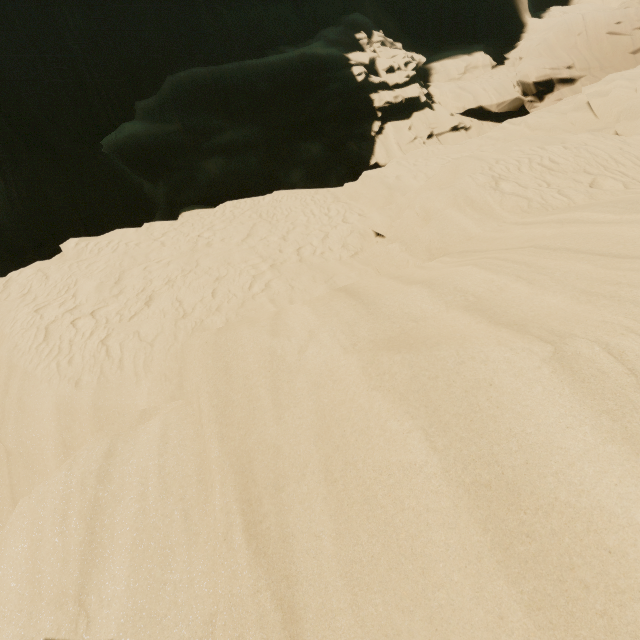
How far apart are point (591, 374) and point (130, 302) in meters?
8.1 m
